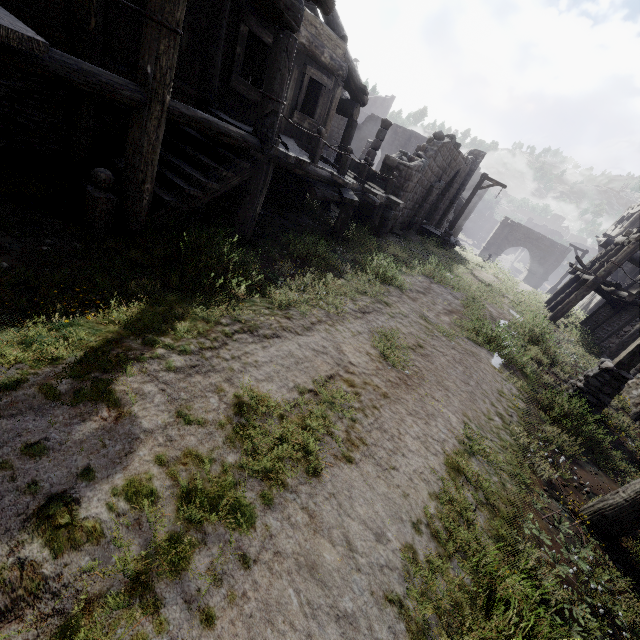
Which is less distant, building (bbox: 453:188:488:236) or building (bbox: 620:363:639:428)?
building (bbox: 620:363:639:428)

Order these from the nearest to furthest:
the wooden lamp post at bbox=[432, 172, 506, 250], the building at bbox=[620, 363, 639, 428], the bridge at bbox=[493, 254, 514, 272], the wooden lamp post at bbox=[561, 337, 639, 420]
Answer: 1. the wooden lamp post at bbox=[561, 337, 639, 420]
2. the building at bbox=[620, 363, 639, 428]
3. the wooden lamp post at bbox=[432, 172, 506, 250]
4. the bridge at bbox=[493, 254, 514, 272]

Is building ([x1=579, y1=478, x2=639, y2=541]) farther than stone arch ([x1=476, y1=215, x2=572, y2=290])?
No

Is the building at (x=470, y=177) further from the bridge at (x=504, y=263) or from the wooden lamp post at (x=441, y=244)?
the bridge at (x=504, y=263)

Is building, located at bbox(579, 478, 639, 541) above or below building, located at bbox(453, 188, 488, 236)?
below

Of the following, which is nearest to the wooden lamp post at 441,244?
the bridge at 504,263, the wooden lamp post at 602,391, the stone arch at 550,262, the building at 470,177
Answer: the building at 470,177

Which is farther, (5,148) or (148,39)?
(5,148)

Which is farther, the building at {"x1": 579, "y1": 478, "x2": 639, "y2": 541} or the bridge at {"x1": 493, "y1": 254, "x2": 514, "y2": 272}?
the bridge at {"x1": 493, "y1": 254, "x2": 514, "y2": 272}
